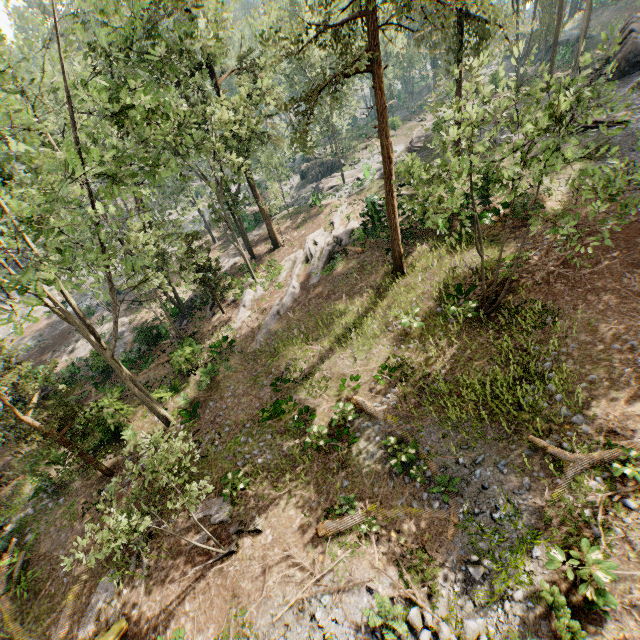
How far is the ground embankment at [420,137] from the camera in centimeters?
3475cm

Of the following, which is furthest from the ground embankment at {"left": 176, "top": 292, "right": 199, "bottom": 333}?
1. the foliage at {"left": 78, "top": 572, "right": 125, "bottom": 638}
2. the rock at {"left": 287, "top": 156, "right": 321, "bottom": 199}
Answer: the foliage at {"left": 78, "top": 572, "right": 125, "bottom": 638}

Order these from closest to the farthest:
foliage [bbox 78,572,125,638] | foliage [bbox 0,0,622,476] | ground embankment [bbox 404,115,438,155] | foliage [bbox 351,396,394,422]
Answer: foliage [bbox 0,0,622,476], foliage [bbox 78,572,125,638], foliage [bbox 351,396,394,422], ground embankment [bbox 404,115,438,155]

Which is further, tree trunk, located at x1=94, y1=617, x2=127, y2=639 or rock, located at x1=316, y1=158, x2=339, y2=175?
rock, located at x1=316, y1=158, x2=339, y2=175

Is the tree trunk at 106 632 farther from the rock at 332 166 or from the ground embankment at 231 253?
the rock at 332 166

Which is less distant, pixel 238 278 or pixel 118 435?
pixel 118 435

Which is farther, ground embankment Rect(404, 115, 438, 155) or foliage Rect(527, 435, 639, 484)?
ground embankment Rect(404, 115, 438, 155)

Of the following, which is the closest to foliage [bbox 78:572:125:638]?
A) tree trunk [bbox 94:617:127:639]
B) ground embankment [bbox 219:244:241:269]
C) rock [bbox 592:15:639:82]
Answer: tree trunk [bbox 94:617:127:639]
